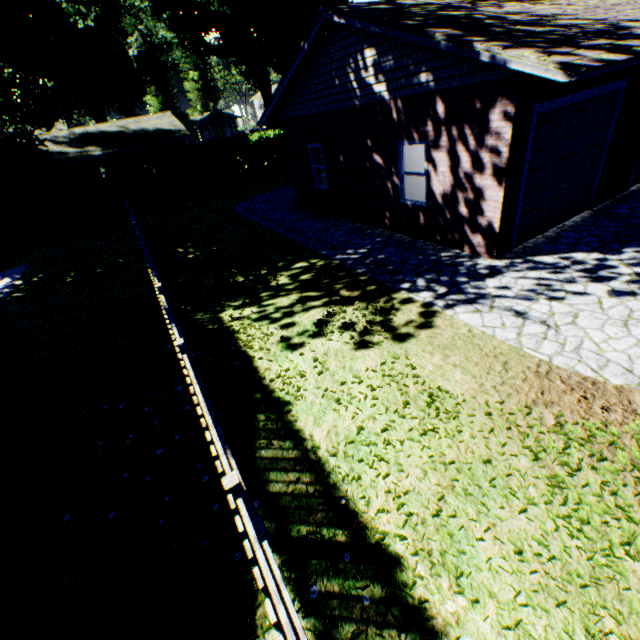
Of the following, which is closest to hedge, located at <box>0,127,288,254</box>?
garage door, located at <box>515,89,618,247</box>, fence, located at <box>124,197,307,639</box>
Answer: fence, located at <box>124,197,307,639</box>

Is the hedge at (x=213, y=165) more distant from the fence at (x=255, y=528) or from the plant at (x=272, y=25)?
the plant at (x=272, y=25)

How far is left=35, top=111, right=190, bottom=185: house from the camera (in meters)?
26.23

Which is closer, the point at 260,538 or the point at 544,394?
the point at 260,538

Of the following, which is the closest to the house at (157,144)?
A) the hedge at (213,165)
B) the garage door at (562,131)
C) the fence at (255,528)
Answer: the hedge at (213,165)

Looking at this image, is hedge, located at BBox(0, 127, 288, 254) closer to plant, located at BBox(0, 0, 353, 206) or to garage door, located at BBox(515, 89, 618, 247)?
plant, located at BBox(0, 0, 353, 206)

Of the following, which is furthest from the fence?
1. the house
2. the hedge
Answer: the house

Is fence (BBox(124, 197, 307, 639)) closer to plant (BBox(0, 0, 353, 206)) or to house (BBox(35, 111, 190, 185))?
plant (BBox(0, 0, 353, 206))
